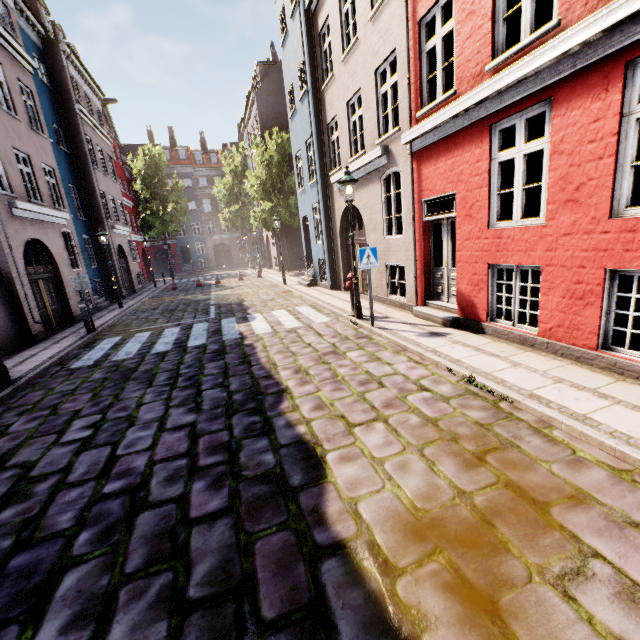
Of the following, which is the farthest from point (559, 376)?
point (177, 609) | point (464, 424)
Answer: point (177, 609)

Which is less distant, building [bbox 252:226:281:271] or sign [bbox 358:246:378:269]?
sign [bbox 358:246:378:269]

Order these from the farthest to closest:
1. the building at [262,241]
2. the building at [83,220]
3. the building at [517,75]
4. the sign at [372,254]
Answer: the building at [262,241] → the building at [83,220] → the sign at [372,254] → the building at [517,75]

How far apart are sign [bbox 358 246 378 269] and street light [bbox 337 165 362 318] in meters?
1.0 m

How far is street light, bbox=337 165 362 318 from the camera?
7.89m

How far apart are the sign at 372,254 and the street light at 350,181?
1.0 meters

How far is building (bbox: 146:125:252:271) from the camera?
43.5m

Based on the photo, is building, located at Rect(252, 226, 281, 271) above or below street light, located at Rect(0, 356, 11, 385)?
above
